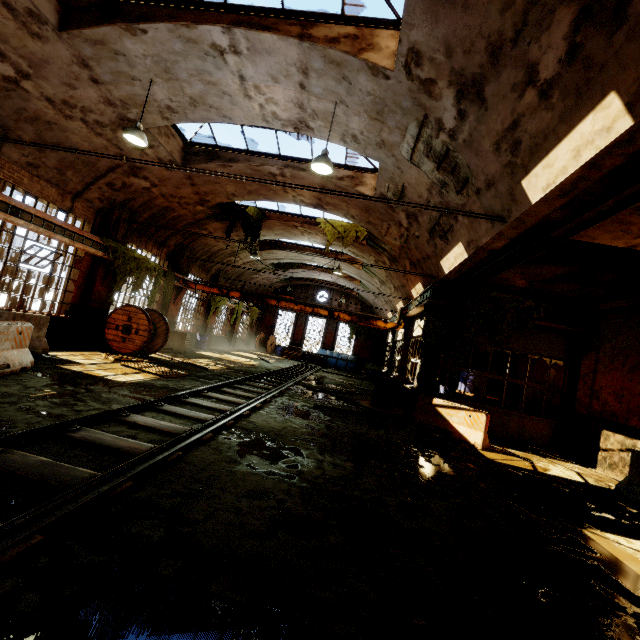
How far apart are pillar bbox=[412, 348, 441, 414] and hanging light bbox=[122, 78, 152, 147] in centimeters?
980cm

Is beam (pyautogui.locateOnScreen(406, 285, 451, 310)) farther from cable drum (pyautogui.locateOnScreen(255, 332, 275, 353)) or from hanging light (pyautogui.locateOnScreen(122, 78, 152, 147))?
cable drum (pyautogui.locateOnScreen(255, 332, 275, 353))

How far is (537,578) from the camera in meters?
3.3

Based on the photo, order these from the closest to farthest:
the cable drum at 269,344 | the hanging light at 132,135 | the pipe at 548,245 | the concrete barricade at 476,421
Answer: the pipe at 548,245 → the hanging light at 132,135 → the concrete barricade at 476,421 → the cable drum at 269,344

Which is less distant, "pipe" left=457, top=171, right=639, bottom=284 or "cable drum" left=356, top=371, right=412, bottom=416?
"pipe" left=457, top=171, right=639, bottom=284

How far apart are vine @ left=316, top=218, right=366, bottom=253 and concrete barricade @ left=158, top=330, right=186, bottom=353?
8.3m

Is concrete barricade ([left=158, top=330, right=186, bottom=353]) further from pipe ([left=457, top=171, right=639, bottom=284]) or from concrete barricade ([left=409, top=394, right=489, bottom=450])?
pipe ([left=457, top=171, right=639, bottom=284])

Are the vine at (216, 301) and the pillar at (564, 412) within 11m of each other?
Result: no
